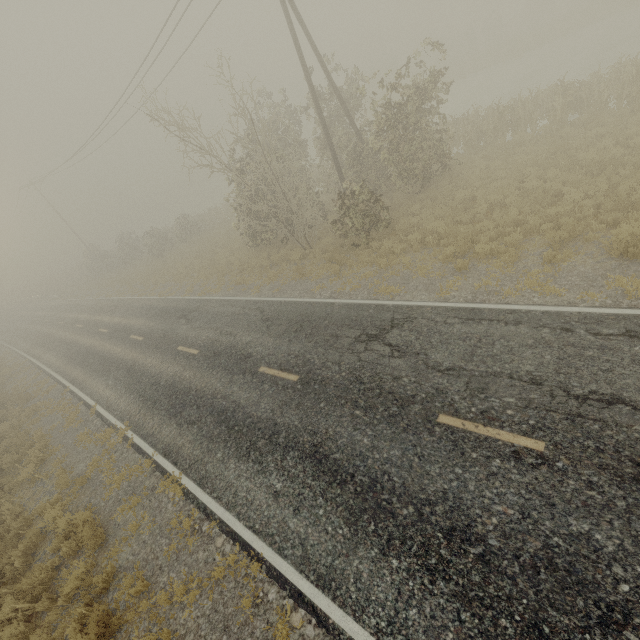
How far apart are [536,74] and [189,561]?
38.6 meters
